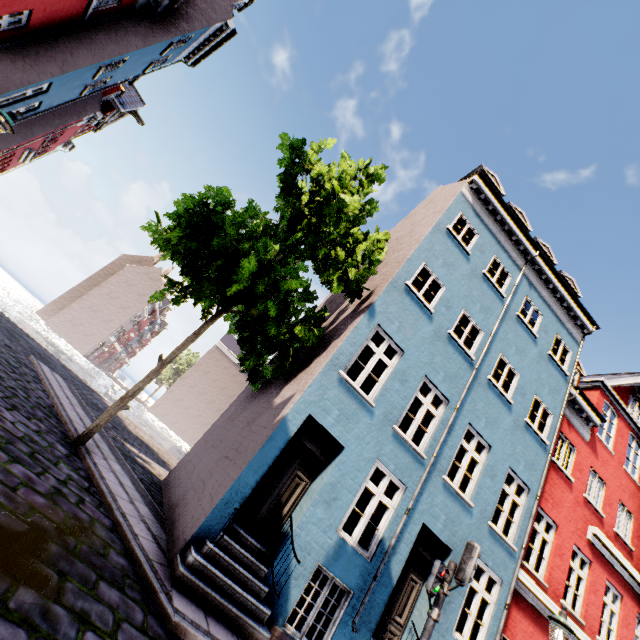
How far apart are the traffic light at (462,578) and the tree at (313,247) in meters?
6.2

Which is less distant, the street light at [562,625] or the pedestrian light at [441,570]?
the pedestrian light at [441,570]

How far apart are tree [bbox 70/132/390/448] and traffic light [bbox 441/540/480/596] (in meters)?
6.20

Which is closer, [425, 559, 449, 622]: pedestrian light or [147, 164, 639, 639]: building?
[425, 559, 449, 622]: pedestrian light

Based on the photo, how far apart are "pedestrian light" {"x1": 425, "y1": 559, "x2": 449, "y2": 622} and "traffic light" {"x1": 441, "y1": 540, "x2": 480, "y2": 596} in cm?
10

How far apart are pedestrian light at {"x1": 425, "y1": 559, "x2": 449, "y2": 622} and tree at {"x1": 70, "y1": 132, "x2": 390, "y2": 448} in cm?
599

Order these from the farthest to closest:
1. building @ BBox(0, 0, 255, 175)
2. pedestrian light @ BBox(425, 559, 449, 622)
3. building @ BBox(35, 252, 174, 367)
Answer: building @ BBox(35, 252, 174, 367) → building @ BBox(0, 0, 255, 175) → pedestrian light @ BBox(425, 559, 449, 622)

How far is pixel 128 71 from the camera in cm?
1310
